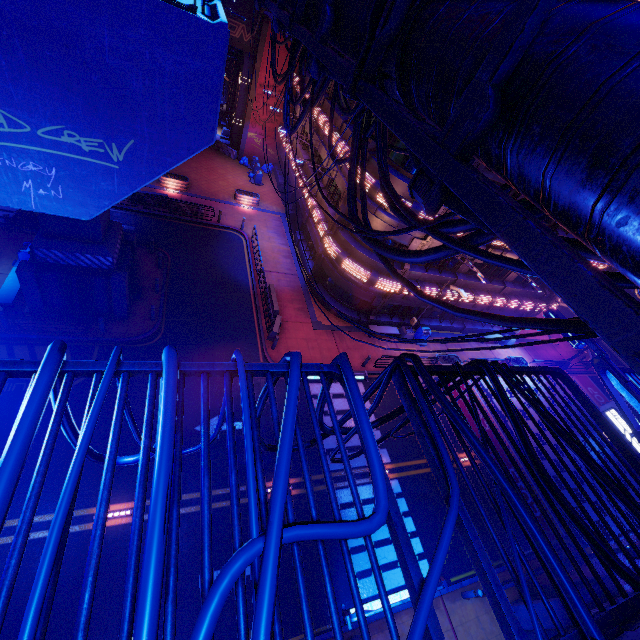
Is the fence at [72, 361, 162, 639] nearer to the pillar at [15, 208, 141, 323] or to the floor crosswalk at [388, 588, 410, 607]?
the pillar at [15, 208, 141, 323]

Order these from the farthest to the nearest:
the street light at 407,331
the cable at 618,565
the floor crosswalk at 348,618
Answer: the street light at 407,331 → the floor crosswalk at 348,618 → the cable at 618,565

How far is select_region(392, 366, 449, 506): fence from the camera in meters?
2.6 m

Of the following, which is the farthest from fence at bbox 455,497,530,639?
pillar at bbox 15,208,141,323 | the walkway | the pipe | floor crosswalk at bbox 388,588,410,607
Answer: pillar at bbox 15,208,141,323

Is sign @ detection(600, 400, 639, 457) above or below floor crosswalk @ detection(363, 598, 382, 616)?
above

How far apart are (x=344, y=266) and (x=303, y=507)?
13.3m

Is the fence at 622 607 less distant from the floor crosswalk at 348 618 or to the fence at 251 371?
the fence at 251 371

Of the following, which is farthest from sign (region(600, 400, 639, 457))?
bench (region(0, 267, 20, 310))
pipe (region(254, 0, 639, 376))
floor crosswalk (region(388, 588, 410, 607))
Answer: bench (region(0, 267, 20, 310))
